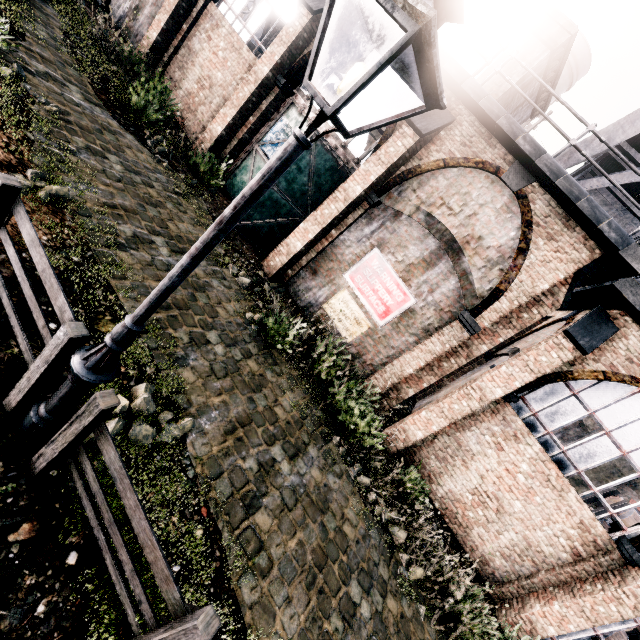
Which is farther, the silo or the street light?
the silo

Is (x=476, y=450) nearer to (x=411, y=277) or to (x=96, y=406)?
(x=411, y=277)

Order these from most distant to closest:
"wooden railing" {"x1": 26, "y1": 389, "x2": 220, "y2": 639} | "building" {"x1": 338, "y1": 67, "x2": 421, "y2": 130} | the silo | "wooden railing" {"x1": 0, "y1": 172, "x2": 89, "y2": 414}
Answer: the silo → "building" {"x1": 338, "y1": 67, "x2": 421, "y2": 130} → "wooden railing" {"x1": 0, "y1": 172, "x2": 89, "y2": 414} → "wooden railing" {"x1": 26, "y1": 389, "x2": 220, "y2": 639}

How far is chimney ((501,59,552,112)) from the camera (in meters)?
11.76

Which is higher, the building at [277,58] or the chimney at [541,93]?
the chimney at [541,93]

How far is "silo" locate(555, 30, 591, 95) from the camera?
26.9m

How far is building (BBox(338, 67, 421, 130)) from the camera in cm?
1028

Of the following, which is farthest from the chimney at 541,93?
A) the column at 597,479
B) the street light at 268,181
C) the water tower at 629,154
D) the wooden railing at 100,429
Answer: the column at 597,479
